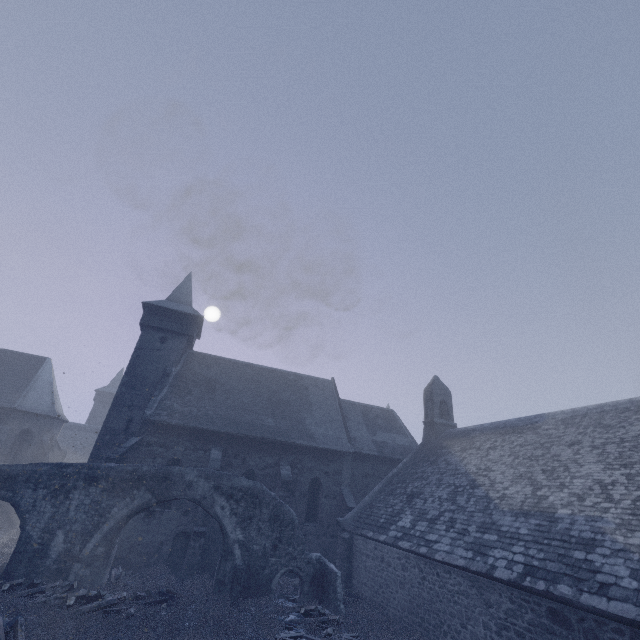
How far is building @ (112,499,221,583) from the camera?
15.83m

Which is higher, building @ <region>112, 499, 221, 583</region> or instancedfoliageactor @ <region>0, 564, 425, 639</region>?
building @ <region>112, 499, 221, 583</region>

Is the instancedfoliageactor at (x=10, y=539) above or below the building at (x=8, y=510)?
below

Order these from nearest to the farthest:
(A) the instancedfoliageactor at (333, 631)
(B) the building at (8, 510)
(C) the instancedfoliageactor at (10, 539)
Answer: (A) the instancedfoliageactor at (333, 631) → (C) the instancedfoliageactor at (10, 539) → (B) the building at (8, 510)

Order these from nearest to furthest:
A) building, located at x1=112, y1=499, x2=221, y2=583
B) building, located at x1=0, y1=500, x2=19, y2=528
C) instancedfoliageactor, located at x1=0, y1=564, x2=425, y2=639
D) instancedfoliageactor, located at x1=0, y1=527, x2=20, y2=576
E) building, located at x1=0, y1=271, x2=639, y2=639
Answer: building, located at x1=0, y1=271, x2=639, y2=639, instancedfoliageactor, located at x1=0, y1=564, x2=425, y2=639, instancedfoliageactor, located at x1=0, y1=527, x2=20, y2=576, building, located at x1=112, y1=499, x2=221, y2=583, building, located at x1=0, y1=500, x2=19, y2=528

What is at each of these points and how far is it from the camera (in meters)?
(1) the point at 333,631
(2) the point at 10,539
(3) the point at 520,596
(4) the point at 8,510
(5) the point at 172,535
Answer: (1) instancedfoliageactor, 11.14
(2) instancedfoliageactor, 19.03
(3) building, 8.86
(4) building, 21.88
(5) building, 16.88
